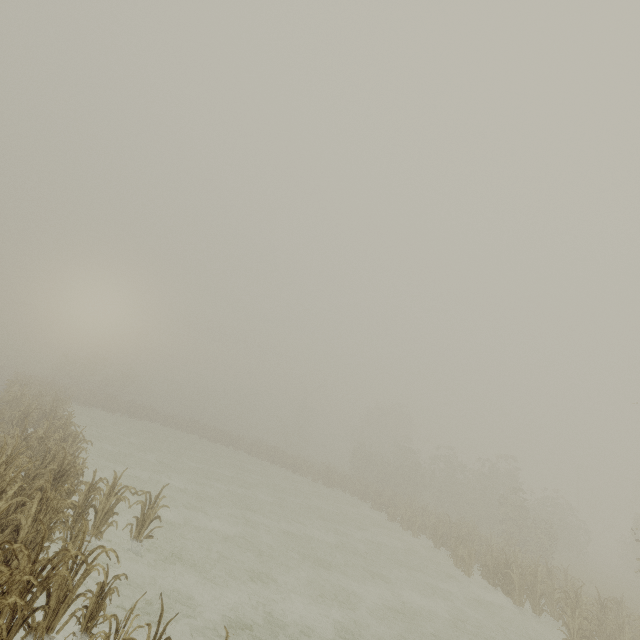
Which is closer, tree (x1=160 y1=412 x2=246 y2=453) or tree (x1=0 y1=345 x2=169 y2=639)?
tree (x1=0 y1=345 x2=169 y2=639)

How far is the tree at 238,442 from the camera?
38.6 meters

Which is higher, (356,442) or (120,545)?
(356,442)

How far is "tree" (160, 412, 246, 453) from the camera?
38.6 meters

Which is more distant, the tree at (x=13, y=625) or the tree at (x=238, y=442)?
the tree at (x=238, y=442)
